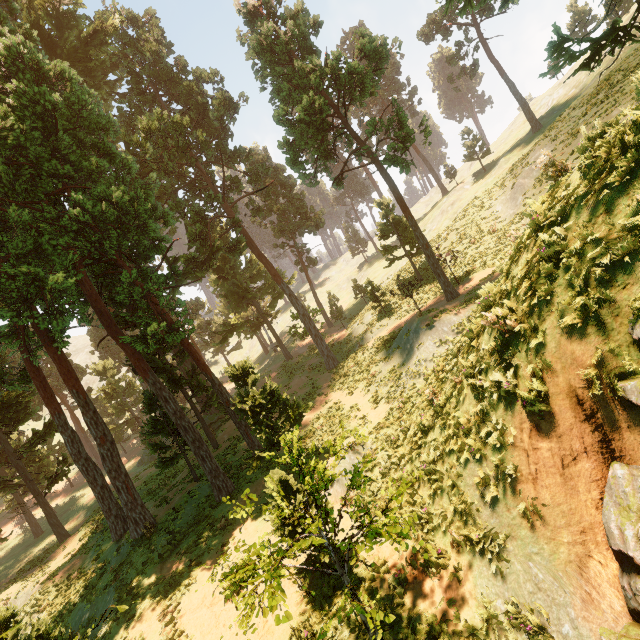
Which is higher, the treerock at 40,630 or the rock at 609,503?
the treerock at 40,630

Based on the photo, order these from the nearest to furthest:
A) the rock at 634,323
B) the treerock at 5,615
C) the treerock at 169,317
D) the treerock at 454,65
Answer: the rock at 634,323 → the treerock at 5,615 → the treerock at 169,317 → the treerock at 454,65

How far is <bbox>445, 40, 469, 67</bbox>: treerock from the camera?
39.0m

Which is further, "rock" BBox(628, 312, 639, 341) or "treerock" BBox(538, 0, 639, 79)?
"treerock" BBox(538, 0, 639, 79)

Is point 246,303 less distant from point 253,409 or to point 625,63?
point 253,409

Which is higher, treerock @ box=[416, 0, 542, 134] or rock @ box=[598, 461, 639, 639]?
treerock @ box=[416, 0, 542, 134]

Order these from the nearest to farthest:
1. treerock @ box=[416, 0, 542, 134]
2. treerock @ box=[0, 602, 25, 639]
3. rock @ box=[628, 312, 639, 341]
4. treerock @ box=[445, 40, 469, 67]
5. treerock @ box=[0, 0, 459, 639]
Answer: rock @ box=[628, 312, 639, 341], treerock @ box=[0, 602, 25, 639], treerock @ box=[0, 0, 459, 639], treerock @ box=[416, 0, 542, 134], treerock @ box=[445, 40, 469, 67]
